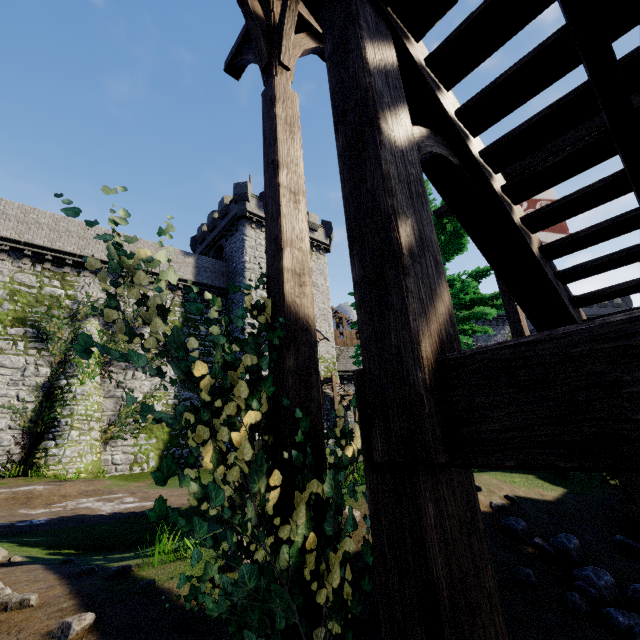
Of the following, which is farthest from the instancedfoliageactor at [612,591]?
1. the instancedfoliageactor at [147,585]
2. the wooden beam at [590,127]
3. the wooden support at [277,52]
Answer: the wooden beam at [590,127]

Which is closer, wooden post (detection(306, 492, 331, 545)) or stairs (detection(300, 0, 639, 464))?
stairs (detection(300, 0, 639, 464))

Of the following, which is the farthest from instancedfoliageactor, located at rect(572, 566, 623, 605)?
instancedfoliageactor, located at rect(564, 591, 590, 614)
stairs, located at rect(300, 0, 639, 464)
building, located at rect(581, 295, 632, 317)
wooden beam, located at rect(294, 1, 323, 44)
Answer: building, located at rect(581, 295, 632, 317)

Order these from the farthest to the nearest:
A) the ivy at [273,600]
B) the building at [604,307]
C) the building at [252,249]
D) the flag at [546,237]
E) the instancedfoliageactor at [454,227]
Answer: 1. the building at [604,307]
2. the building at [252,249]
3. the instancedfoliageactor at [454,227]
4. the flag at [546,237]
5. the ivy at [273,600]

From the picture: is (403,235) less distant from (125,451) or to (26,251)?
(125,451)

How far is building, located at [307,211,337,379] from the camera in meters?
29.6

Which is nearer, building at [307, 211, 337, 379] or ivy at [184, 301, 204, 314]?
ivy at [184, 301, 204, 314]

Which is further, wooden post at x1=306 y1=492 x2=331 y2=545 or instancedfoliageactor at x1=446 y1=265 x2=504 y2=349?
instancedfoliageactor at x1=446 y1=265 x2=504 y2=349
